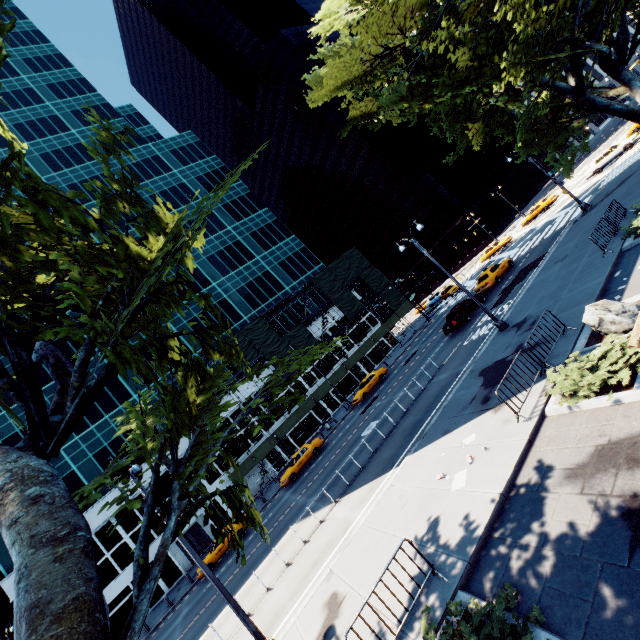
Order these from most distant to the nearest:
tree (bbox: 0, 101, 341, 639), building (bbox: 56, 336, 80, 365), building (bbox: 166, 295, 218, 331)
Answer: building (bbox: 166, 295, 218, 331) → building (bbox: 56, 336, 80, 365) → tree (bbox: 0, 101, 341, 639)

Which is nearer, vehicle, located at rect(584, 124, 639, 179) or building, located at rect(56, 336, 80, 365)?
vehicle, located at rect(584, 124, 639, 179)

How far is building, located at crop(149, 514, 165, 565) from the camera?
31.27m

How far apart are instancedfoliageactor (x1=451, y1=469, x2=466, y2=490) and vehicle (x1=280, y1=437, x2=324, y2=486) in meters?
21.1 m

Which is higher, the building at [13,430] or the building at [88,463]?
the building at [13,430]

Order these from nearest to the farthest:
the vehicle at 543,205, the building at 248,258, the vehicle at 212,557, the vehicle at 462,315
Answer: the vehicle at 212,557
the vehicle at 462,315
the vehicle at 543,205
the building at 248,258

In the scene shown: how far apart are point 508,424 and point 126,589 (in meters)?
38.01
